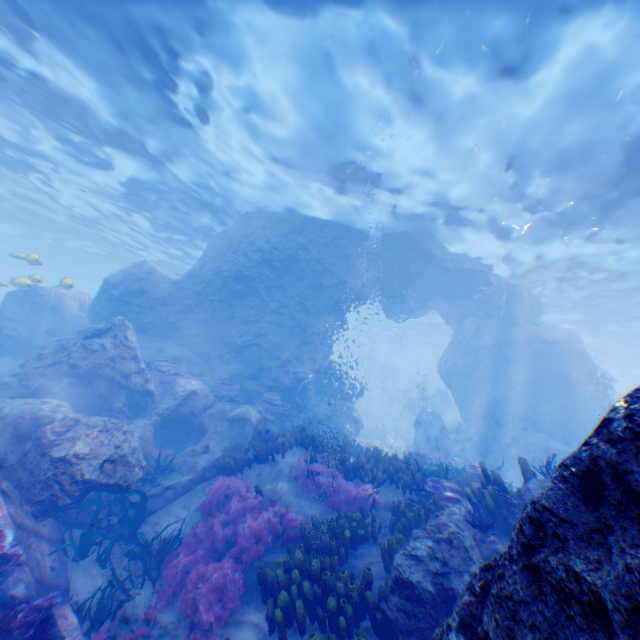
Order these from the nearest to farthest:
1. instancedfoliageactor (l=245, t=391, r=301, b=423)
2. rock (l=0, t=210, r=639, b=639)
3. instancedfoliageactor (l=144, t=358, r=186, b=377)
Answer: rock (l=0, t=210, r=639, b=639) < instancedfoliageactor (l=144, t=358, r=186, b=377) < instancedfoliageactor (l=245, t=391, r=301, b=423)

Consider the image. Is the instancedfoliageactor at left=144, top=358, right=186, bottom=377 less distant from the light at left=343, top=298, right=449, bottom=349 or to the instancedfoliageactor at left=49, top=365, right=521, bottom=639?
the light at left=343, top=298, right=449, bottom=349

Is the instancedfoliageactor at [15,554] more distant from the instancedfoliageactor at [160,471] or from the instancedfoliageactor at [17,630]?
the instancedfoliageactor at [160,471]

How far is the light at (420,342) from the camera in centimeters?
3713cm

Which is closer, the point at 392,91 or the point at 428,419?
the point at 392,91

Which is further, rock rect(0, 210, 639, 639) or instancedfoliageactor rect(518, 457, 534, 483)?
instancedfoliageactor rect(518, 457, 534, 483)

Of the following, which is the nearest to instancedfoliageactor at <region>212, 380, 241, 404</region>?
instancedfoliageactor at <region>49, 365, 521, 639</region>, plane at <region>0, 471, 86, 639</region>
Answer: instancedfoliageactor at <region>49, 365, 521, 639</region>

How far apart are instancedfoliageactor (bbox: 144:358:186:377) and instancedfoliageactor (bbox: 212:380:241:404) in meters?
1.3
